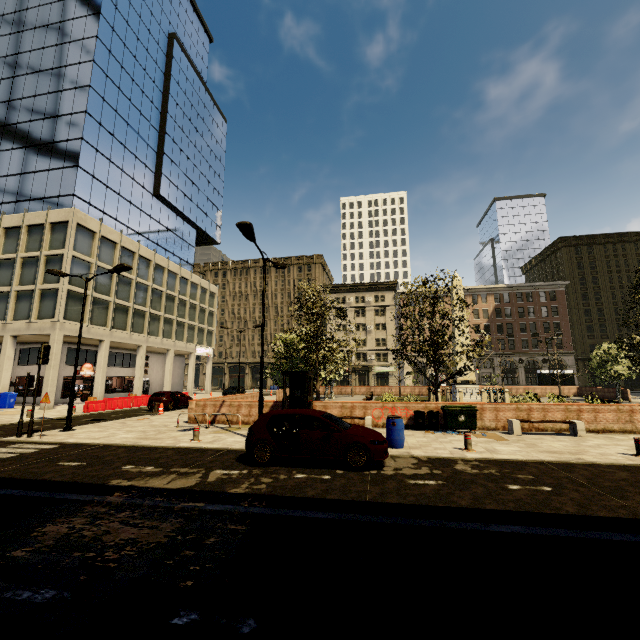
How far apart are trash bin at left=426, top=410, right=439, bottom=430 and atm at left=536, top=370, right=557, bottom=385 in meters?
34.8

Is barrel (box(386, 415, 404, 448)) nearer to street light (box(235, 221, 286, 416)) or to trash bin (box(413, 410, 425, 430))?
trash bin (box(413, 410, 425, 430))

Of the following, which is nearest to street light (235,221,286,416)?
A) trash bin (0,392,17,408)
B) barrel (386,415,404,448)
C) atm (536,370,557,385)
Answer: barrel (386,415,404,448)

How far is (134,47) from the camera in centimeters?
3856cm

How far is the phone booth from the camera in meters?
15.2 m

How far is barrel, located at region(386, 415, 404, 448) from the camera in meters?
11.0 m

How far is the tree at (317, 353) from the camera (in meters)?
17.50

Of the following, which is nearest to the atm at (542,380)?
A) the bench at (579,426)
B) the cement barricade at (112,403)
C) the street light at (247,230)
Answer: the bench at (579,426)
